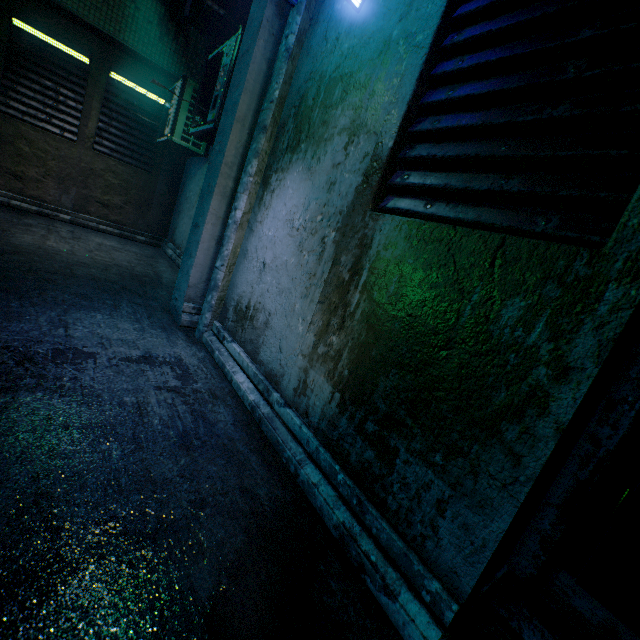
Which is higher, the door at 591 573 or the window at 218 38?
the window at 218 38

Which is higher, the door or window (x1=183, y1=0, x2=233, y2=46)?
window (x1=183, y1=0, x2=233, y2=46)

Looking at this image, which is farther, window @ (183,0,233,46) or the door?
window @ (183,0,233,46)

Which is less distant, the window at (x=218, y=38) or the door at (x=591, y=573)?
the door at (x=591, y=573)

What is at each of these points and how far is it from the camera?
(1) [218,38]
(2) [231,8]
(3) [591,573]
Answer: (1) window, 6.32m
(2) window, 6.26m
(3) door, 1.18m

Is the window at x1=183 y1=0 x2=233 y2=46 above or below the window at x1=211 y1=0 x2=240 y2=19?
below
